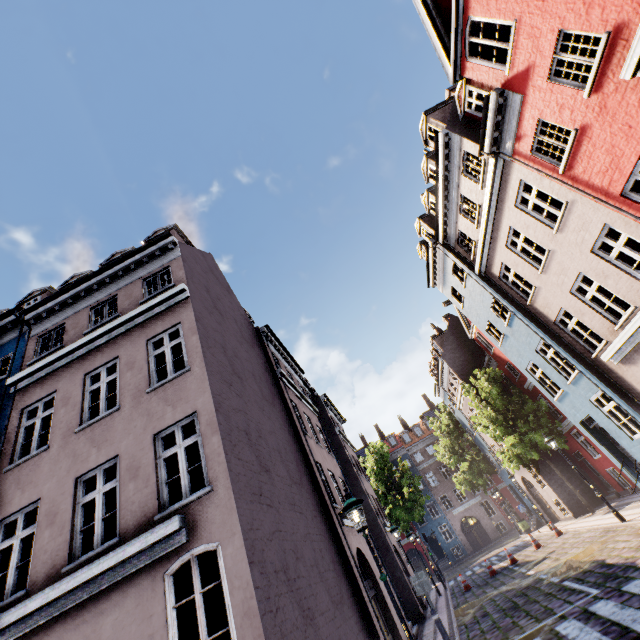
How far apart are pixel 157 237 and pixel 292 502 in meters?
9.7 m

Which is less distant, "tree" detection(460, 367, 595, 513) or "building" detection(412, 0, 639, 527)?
"building" detection(412, 0, 639, 527)

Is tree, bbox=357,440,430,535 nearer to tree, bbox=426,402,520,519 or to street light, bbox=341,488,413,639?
tree, bbox=426,402,520,519

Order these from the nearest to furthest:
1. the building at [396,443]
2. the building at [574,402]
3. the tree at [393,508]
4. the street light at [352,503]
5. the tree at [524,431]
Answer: the street light at [352,503] < the building at [574,402] < the tree at [524,431] < the tree at [393,508] < the building at [396,443]

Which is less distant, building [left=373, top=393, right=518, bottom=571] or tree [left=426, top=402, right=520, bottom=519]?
tree [left=426, top=402, right=520, bottom=519]

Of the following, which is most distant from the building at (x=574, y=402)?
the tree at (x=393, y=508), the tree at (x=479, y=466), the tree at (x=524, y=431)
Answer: the tree at (x=393, y=508)

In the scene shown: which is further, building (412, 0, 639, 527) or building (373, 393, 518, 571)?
building (373, 393, 518, 571)

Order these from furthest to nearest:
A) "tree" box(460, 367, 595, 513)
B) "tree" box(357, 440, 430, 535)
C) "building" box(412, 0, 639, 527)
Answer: "tree" box(357, 440, 430, 535)
"tree" box(460, 367, 595, 513)
"building" box(412, 0, 639, 527)
